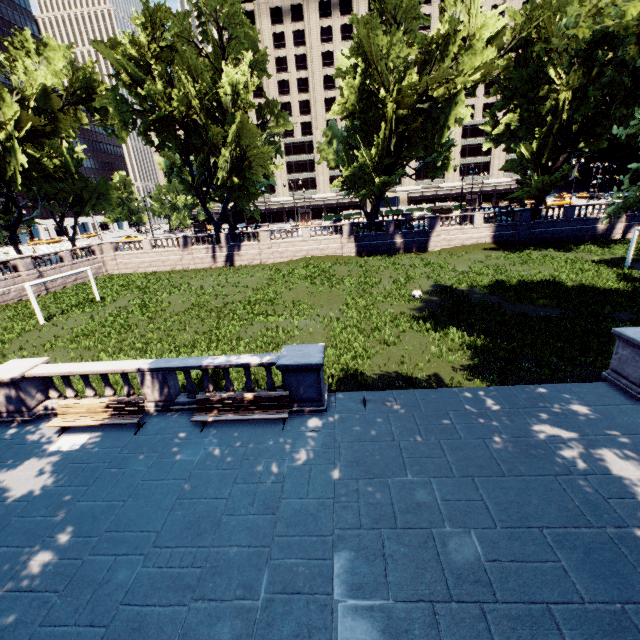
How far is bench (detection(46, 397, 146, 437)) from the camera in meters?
9.9

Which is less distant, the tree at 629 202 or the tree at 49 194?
the tree at 629 202

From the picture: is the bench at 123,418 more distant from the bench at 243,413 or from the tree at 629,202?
the tree at 629,202

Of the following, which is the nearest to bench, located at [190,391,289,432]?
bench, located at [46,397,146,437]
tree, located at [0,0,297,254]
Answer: bench, located at [46,397,146,437]

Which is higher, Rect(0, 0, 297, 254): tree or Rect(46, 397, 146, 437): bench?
Rect(0, 0, 297, 254): tree

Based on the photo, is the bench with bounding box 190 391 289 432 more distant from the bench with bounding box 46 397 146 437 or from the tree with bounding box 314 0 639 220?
the tree with bounding box 314 0 639 220

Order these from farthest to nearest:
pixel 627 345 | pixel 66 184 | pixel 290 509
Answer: pixel 66 184, pixel 627 345, pixel 290 509
